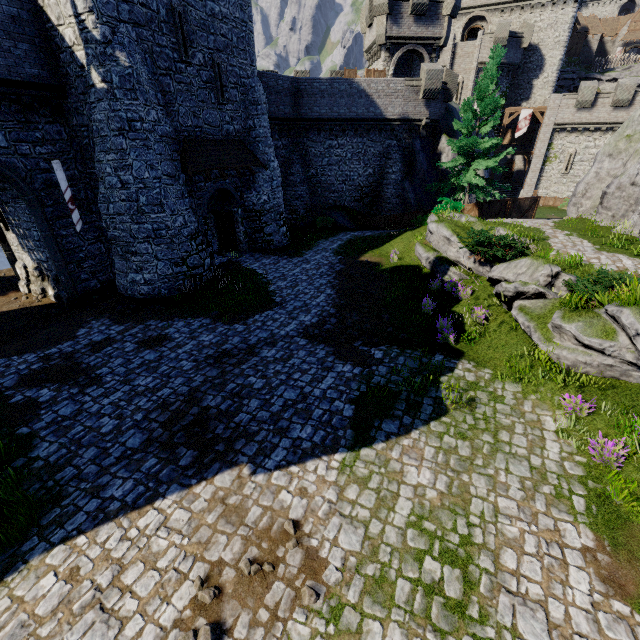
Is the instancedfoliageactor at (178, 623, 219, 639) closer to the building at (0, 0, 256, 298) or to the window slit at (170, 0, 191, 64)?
the building at (0, 0, 256, 298)

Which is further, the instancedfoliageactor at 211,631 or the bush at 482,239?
the bush at 482,239

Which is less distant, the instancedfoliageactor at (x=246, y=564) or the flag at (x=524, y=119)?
the instancedfoliageactor at (x=246, y=564)

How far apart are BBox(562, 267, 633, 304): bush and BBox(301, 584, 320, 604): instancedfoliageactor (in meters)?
10.58

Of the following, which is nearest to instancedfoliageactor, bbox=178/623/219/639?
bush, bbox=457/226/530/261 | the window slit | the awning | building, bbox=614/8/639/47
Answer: bush, bbox=457/226/530/261

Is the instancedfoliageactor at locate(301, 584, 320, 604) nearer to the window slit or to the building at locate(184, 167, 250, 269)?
the building at locate(184, 167, 250, 269)

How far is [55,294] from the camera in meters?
15.3 m

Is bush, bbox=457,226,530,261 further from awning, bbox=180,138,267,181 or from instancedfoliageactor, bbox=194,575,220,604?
instancedfoliageactor, bbox=194,575,220,604
